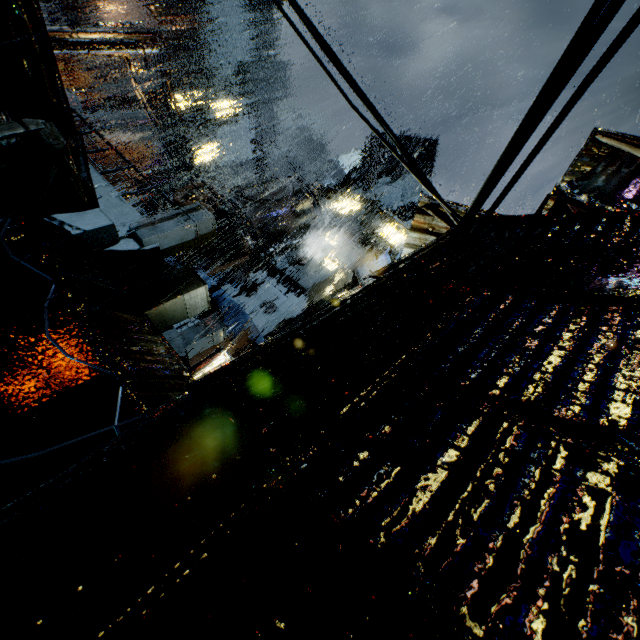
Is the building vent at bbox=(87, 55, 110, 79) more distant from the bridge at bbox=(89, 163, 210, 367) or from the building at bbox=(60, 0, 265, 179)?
the bridge at bbox=(89, 163, 210, 367)

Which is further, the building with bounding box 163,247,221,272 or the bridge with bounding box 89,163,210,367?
the building with bounding box 163,247,221,272

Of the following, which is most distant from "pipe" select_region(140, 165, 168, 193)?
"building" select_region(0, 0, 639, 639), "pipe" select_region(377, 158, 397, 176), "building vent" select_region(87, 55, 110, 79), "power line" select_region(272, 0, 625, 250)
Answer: "power line" select_region(272, 0, 625, 250)

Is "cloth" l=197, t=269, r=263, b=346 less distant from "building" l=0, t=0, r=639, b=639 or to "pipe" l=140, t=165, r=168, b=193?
"building" l=0, t=0, r=639, b=639

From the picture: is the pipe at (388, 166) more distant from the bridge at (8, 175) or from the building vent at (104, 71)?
the building vent at (104, 71)

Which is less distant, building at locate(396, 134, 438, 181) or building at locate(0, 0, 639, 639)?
building at locate(0, 0, 639, 639)

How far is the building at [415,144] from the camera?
35.2m

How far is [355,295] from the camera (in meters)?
3.38
